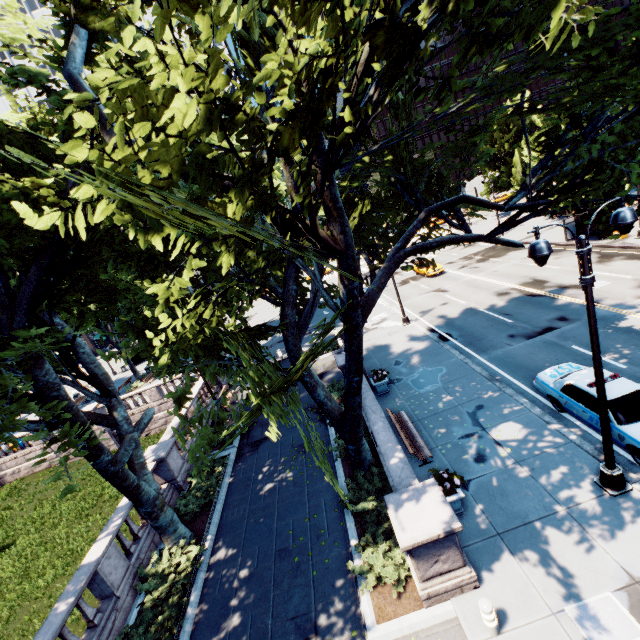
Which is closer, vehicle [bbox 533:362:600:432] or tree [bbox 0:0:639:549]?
tree [bbox 0:0:639:549]

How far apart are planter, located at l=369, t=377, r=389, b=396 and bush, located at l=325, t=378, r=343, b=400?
1.71m

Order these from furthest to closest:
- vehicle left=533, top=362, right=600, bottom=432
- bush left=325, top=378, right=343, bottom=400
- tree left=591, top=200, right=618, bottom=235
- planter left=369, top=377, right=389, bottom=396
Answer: bush left=325, top=378, right=343, bottom=400 < planter left=369, top=377, right=389, bottom=396 < vehicle left=533, top=362, right=600, bottom=432 < tree left=591, top=200, right=618, bottom=235

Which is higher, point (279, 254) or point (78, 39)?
point (78, 39)

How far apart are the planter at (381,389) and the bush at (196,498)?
8.1m

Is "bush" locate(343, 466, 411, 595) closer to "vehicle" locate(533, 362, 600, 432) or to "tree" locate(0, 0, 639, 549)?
"tree" locate(0, 0, 639, 549)

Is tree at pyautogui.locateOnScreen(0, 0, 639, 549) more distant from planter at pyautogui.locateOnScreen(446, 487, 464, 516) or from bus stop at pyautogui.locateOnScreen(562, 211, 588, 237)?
bus stop at pyautogui.locateOnScreen(562, 211, 588, 237)

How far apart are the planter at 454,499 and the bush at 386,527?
1.1m
